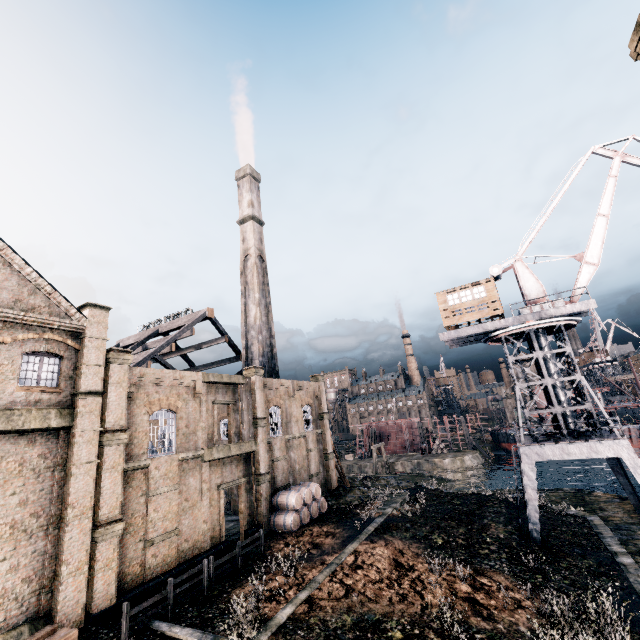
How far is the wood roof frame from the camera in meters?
31.8

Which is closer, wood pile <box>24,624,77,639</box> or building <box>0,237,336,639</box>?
wood pile <box>24,624,77,639</box>

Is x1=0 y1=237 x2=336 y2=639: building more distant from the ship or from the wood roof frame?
the ship

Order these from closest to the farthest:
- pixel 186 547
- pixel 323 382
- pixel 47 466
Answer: pixel 47 466
pixel 186 547
pixel 323 382

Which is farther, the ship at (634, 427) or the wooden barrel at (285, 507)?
the ship at (634, 427)

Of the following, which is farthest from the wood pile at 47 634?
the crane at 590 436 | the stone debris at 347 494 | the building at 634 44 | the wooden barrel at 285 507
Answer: the building at 634 44

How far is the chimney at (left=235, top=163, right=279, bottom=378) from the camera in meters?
38.3

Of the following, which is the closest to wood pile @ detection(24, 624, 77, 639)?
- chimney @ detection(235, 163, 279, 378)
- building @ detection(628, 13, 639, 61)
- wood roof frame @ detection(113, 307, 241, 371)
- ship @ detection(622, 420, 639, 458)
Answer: wood roof frame @ detection(113, 307, 241, 371)
